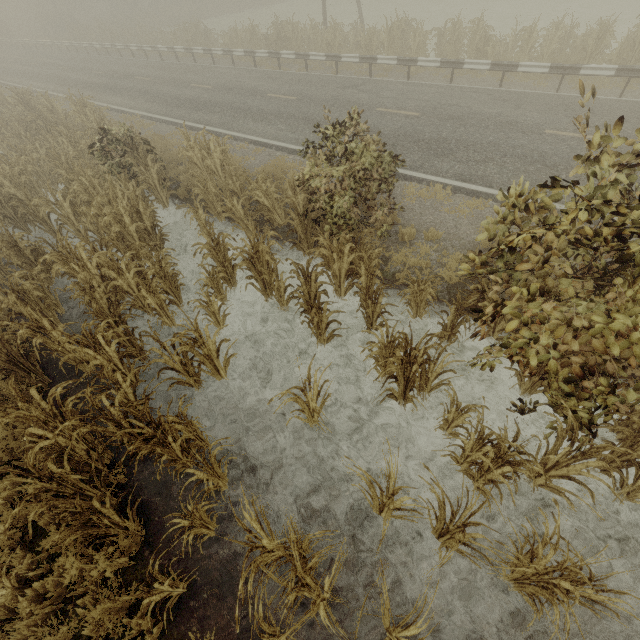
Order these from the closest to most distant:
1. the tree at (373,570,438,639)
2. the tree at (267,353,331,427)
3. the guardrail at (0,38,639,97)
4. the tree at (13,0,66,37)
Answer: the tree at (373,570,438,639) → the tree at (267,353,331,427) → the guardrail at (0,38,639,97) → the tree at (13,0,66,37)

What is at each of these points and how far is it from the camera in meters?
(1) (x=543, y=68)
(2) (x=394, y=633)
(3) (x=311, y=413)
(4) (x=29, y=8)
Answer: (1) guardrail, 11.5 m
(2) tree, 2.9 m
(3) tree, 5.0 m
(4) tree, 44.4 m

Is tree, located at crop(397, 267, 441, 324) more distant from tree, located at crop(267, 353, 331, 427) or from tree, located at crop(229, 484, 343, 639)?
tree, located at crop(229, 484, 343, 639)

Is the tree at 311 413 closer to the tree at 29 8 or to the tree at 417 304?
the tree at 417 304

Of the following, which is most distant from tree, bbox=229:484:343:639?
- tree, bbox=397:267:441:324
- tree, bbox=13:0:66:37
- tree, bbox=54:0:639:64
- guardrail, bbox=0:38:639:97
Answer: tree, bbox=13:0:66:37

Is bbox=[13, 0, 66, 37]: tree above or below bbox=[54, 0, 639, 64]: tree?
above

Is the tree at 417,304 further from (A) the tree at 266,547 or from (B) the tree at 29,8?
(B) the tree at 29,8

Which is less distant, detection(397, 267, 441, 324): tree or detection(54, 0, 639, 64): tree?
detection(397, 267, 441, 324): tree
